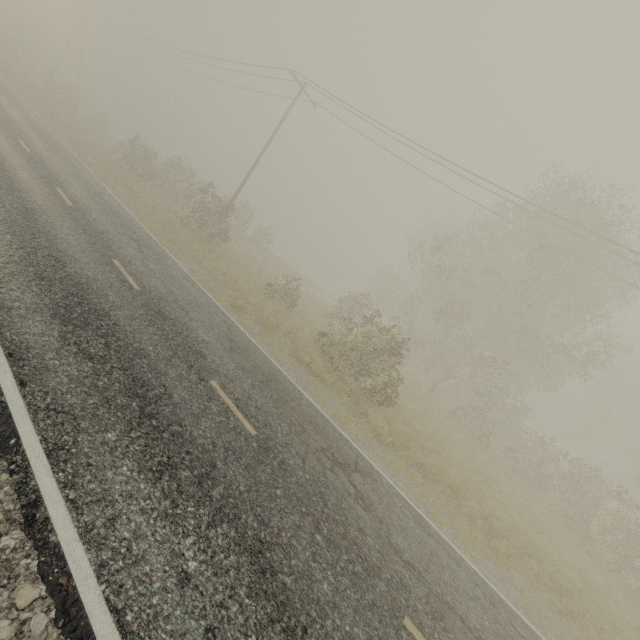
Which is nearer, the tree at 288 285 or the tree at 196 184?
the tree at 288 285

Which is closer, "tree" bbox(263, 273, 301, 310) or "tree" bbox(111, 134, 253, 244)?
"tree" bbox(263, 273, 301, 310)

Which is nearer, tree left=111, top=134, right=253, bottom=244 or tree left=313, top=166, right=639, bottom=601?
tree left=313, top=166, right=639, bottom=601

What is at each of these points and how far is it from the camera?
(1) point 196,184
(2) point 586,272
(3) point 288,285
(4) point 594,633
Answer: (1) tree, 27.34m
(2) tree, 16.52m
(3) tree, 19.28m
(4) tree, 8.60m

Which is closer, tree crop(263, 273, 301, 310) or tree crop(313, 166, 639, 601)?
tree crop(313, 166, 639, 601)

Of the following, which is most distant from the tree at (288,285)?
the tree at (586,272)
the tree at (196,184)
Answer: the tree at (586,272)

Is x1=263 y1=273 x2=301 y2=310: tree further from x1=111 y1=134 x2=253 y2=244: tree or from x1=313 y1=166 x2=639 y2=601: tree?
x1=313 y1=166 x2=639 y2=601: tree
